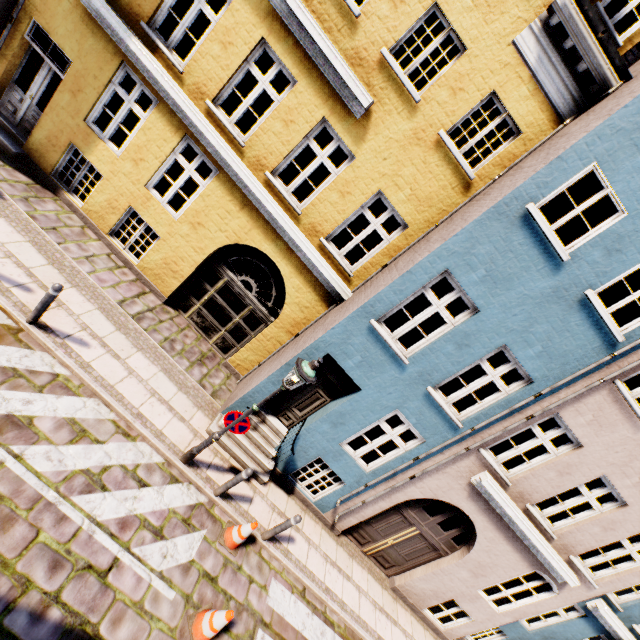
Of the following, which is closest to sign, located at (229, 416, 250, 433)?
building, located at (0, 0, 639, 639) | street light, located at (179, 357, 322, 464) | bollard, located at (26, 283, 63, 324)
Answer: street light, located at (179, 357, 322, 464)

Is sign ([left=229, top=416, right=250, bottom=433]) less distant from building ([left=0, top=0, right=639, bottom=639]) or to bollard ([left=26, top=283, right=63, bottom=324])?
building ([left=0, top=0, right=639, bottom=639])

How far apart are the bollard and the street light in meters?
3.8

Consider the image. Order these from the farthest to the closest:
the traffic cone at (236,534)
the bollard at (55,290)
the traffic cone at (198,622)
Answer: the traffic cone at (236,534), the bollard at (55,290), the traffic cone at (198,622)

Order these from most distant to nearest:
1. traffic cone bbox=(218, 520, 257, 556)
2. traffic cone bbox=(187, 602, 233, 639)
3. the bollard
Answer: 1. traffic cone bbox=(218, 520, 257, 556)
2. the bollard
3. traffic cone bbox=(187, 602, 233, 639)

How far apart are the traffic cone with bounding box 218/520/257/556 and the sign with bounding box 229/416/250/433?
1.9m

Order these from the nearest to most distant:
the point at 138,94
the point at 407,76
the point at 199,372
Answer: the point at 138,94
the point at 199,372
the point at 407,76

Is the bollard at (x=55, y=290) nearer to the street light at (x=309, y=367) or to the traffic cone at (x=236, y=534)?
the street light at (x=309, y=367)
